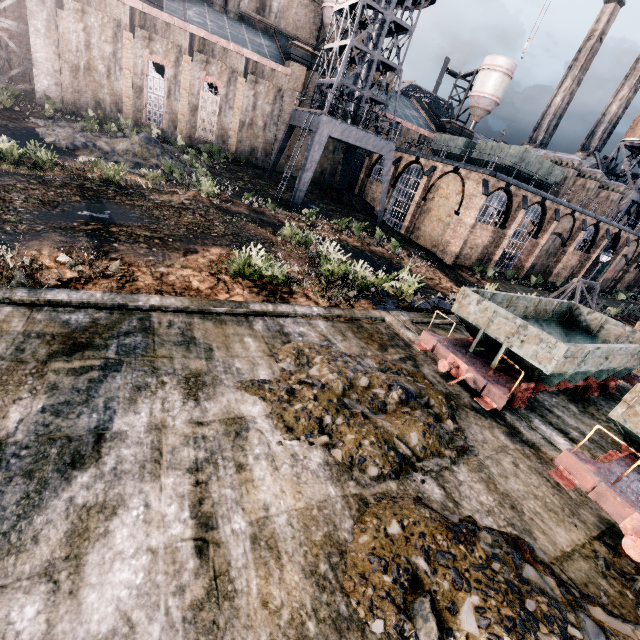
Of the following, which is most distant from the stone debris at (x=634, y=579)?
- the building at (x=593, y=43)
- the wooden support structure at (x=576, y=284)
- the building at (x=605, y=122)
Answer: the building at (x=593, y=43)

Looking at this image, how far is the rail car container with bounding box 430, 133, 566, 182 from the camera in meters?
29.6

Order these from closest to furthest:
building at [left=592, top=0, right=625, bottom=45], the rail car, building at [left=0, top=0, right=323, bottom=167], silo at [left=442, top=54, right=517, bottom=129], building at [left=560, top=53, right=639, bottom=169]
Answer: the rail car < building at [left=0, top=0, right=323, bottom=167] < silo at [left=442, top=54, right=517, bottom=129] < building at [left=560, top=53, right=639, bottom=169] < building at [left=592, top=0, right=625, bottom=45]

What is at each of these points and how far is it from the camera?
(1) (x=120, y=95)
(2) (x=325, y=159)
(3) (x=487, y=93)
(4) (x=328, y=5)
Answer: (1) building, 30.6 meters
(2) building, 41.3 meters
(3) silo, 49.6 meters
(4) silo, 36.8 meters

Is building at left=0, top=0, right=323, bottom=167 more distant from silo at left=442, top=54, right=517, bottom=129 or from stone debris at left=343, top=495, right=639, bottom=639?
stone debris at left=343, top=495, right=639, bottom=639

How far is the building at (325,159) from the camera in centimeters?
4075cm

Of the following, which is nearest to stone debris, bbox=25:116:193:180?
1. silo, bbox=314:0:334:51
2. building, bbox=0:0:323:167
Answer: building, bbox=0:0:323:167

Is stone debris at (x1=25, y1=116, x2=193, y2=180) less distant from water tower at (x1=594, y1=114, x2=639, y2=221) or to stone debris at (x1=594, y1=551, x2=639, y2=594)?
stone debris at (x1=594, y1=551, x2=639, y2=594)
